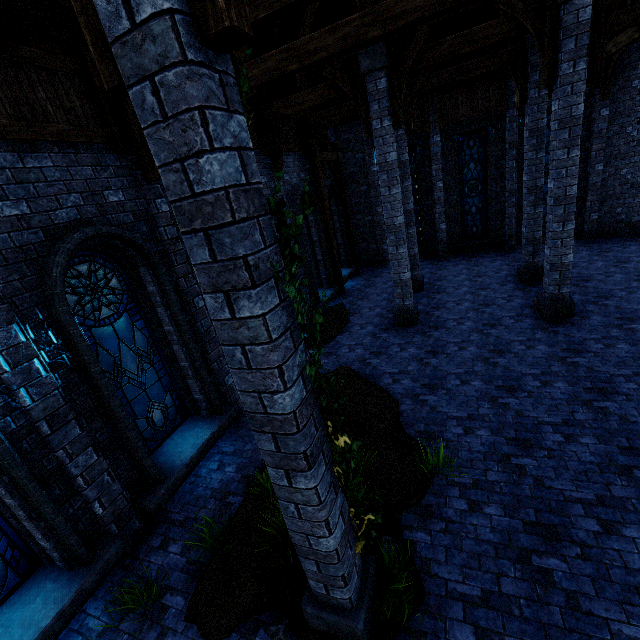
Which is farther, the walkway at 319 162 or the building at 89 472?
the walkway at 319 162

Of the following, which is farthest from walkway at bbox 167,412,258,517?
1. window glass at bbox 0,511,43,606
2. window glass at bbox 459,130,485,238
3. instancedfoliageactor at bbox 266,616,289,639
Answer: window glass at bbox 459,130,485,238

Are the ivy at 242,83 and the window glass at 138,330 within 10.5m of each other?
yes

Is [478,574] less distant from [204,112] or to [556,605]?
[556,605]

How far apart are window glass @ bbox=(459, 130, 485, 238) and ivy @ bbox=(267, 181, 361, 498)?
15.5m

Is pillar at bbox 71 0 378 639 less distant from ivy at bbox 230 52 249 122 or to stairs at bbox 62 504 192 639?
ivy at bbox 230 52 249 122

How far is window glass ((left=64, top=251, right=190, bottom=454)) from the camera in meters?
5.1 m

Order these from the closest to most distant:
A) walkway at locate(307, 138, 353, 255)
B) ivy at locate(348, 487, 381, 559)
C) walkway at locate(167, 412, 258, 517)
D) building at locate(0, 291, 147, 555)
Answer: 1. ivy at locate(348, 487, 381, 559)
2. building at locate(0, 291, 147, 555)
3. walkway at locate(167, 412, 258, 517)
4. walkway at locate(307, 138, 353, 255)
